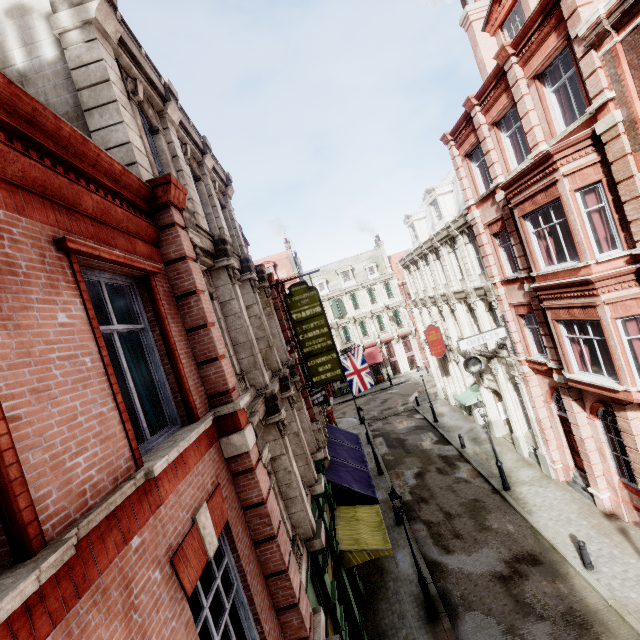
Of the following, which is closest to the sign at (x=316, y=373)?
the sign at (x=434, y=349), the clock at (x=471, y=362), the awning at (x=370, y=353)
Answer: the clock at (x=471, y=362)

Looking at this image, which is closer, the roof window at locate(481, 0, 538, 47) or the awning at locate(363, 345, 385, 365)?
the roof window at locate(481, 0, 538, 47)

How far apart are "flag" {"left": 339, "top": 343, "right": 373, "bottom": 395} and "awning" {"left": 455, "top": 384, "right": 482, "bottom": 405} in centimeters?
597cm

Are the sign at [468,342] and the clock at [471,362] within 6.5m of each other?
yes

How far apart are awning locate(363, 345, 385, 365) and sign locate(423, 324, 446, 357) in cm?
1872

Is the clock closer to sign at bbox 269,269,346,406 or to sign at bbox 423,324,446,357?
sign at bbox 423,324,446,357

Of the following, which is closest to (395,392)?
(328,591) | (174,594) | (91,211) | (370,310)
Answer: (370,310)

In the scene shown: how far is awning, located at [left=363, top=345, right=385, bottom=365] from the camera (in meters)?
42.59
